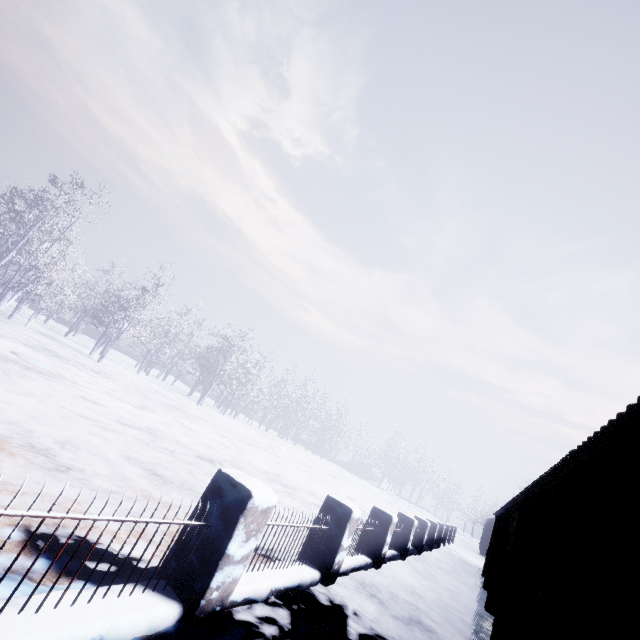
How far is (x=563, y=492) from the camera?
2.7 meters
